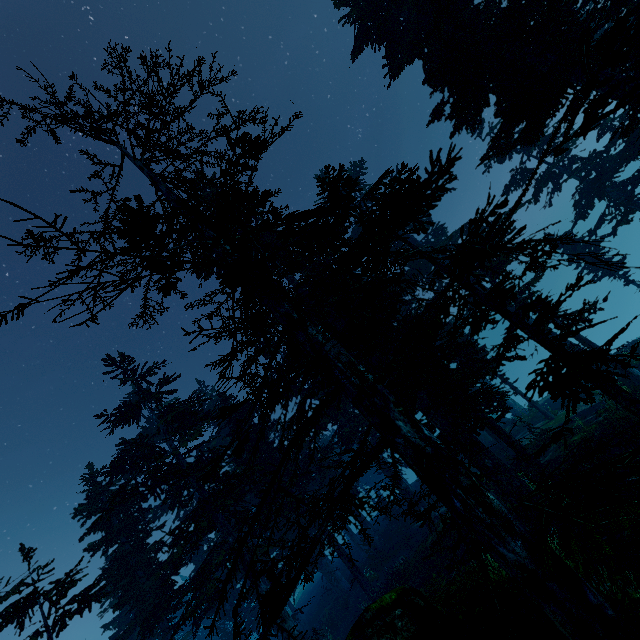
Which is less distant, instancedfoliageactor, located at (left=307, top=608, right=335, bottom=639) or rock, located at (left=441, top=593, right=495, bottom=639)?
rock, located at (left=441, top=593, right=495, bottom=639)

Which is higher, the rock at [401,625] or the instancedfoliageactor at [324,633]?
the rock at [401,625]

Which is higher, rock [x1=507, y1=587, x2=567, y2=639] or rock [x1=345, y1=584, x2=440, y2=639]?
rock [x1=345, y1=584, x2=440, y2=639]

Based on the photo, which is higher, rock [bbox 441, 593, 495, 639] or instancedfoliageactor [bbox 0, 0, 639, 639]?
instancedfoliageactor [bbox 0, 0, 639, 639]

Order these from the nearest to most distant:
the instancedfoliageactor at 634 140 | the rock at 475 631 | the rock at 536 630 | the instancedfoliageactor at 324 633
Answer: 1. the instancedfoliageactor at 634 140
2. the rock at 475 631
3. the rock at 536 630
4. the instancedfoliageactor at 324 633

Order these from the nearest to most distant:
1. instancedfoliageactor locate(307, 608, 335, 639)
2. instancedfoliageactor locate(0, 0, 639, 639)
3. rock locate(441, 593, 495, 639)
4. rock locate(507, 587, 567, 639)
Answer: instancedfoliageactor locate(0, 0, 639, 639) < rock locate(441, 593, 495, 639) < rock locate(507, 587, 567, 639) < instancedfoliageactor locate(307, 608, 335, 639)

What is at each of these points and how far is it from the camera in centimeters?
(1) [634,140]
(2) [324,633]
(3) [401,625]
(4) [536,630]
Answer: (1) instancedfoliageactor, 1875cm
(2) instancedfoliageactor, 2066cm
(3) rock, 666cm
(4) rock, 811cm
